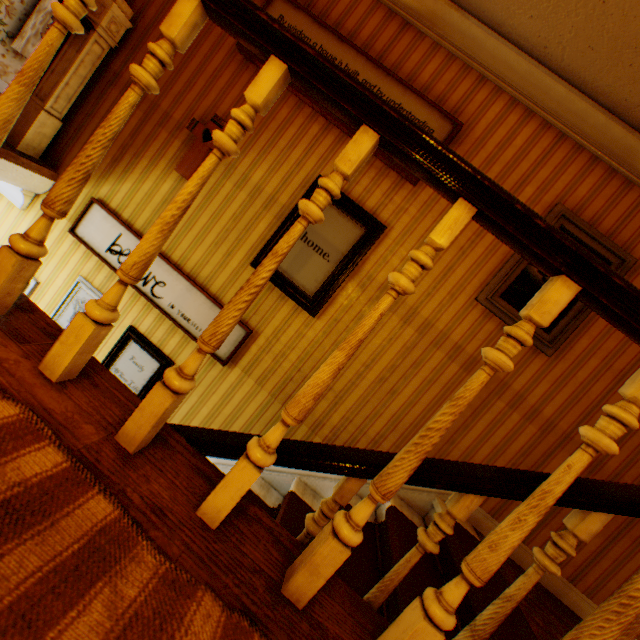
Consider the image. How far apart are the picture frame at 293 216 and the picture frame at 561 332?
1.0 meters

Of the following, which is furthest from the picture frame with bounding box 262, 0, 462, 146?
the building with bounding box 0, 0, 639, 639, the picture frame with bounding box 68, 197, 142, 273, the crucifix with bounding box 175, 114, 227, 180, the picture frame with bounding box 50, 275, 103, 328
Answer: the picture frame with bounding box 50, 275, 103, 328

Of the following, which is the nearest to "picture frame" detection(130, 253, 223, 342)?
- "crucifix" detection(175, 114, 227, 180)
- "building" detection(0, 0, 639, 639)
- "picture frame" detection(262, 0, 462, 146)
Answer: "building" detection(0, 0, 639, 639)

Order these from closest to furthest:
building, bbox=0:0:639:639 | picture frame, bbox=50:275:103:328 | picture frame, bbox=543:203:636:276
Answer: building, bbox=0:0:639:639 < picture frame, bbox=543:203:636:276 < picture frame, bbox=50:275:103:328

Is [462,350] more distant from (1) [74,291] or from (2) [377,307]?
(1) [74,291]

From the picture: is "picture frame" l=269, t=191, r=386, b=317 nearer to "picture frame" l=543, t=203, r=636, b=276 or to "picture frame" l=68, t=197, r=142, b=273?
"picture frame" l=68, t=197, r=142, b=273

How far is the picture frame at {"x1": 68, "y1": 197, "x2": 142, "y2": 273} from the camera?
3.0 meters

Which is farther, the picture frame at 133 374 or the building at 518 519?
the picture frame at 133 374
